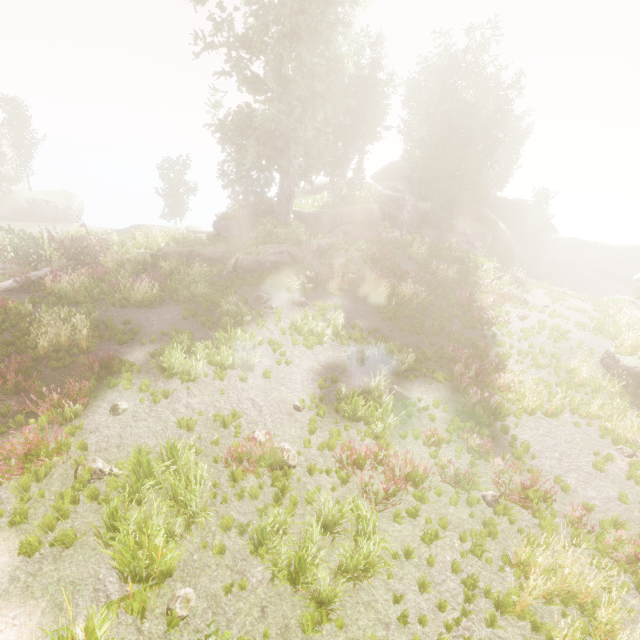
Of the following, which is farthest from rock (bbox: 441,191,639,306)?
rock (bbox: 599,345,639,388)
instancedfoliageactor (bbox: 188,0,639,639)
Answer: rock (bbox: 599,345,639,388)

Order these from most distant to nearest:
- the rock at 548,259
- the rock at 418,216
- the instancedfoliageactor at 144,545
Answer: the rock at 548,259 → the rock at 418,216 → the instancedfoliageactor at 144,545

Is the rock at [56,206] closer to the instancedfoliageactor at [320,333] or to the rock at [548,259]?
the instancedfoliageactor at [320,333]

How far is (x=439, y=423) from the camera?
10.1m

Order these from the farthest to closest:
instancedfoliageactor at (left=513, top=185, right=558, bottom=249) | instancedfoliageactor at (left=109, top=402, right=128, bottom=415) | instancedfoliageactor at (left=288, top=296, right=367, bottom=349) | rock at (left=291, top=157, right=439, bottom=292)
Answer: instancedfoliageactor at (left=513, top=185, right=558, bottom=249), rock at (left=291, top=157, right=439, bottom=292), instancedfoliageactor at (left=288, top=296, right=367, bottom=349), instancedfoliageactor at (left=109, top=402, right=128, bottom=415)

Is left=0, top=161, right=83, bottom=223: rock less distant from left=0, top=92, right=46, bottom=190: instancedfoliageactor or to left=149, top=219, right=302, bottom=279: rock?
left=0, top=92, right=46, bottom=190: instancedfoliageactor

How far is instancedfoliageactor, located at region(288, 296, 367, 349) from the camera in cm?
1347

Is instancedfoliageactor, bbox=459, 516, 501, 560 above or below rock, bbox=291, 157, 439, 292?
below
